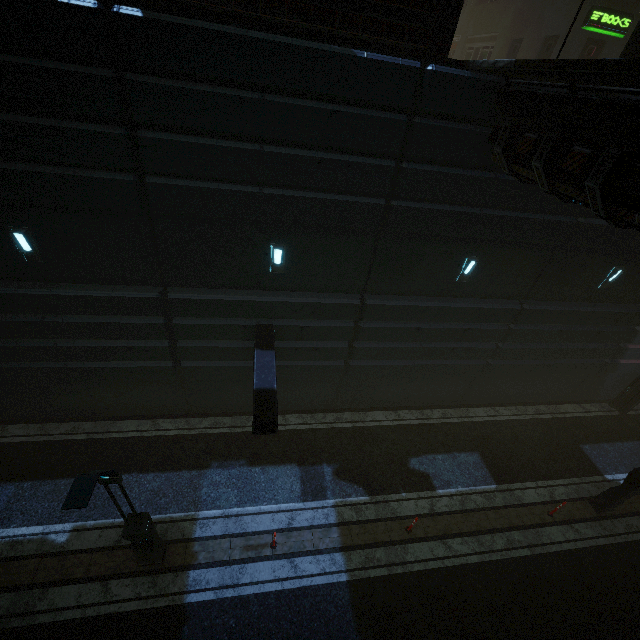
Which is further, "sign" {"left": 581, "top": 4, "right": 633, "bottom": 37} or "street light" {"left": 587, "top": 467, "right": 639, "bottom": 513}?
"sign" {"left": 581, "top": 4, "right": 633, "bottom": 37}

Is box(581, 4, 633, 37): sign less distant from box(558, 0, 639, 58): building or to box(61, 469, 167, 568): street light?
box(558, 0, 639, 58): building

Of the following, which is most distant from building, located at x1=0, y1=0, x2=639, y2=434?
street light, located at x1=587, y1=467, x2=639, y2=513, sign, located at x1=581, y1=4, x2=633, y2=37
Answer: street light, located at x1=587, y1=467, x2=639, y2=513

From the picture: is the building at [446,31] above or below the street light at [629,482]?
above

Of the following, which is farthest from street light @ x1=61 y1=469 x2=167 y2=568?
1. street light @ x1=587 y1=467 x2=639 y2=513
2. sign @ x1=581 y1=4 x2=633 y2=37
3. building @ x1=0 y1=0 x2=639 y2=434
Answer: sign @ x1=581 y1=4 x2=633 y2=37

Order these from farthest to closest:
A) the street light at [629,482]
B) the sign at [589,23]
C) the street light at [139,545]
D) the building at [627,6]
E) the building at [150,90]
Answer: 1. the sign at [589,23]
2. the street light at [629,482]
3. the building at [627,6]
4. the building at [150,90]
5. the street light at [139,545]

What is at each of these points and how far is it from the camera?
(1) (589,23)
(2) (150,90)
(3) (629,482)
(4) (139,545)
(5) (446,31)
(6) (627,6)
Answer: (1) sign, 15.5m
(2) building, 6.3m
(3) street light, 10.9m
(4) street light, 8.6m
(5) building, 6.7m
(6) building, 15.5m
